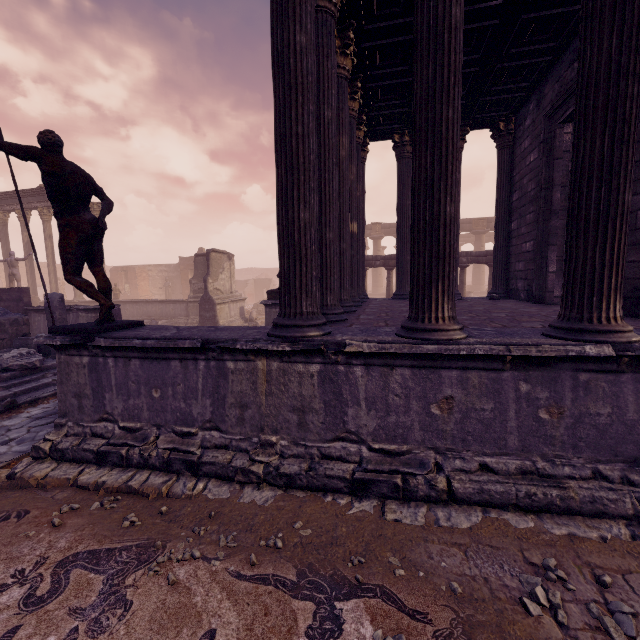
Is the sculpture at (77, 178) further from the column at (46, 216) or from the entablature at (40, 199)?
the column at (46, 216)

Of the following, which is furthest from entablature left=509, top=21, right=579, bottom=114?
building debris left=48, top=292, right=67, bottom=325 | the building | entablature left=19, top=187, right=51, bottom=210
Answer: entablature left=19, top=187, right=51, bottom=210

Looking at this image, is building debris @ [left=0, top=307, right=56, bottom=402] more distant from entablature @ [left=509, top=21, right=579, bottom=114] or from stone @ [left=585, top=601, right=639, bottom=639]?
entablature @ [left=509, top=21, right=579, bottom=114]

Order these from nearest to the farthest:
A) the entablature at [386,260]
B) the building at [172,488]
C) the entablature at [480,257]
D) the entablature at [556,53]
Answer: the building at [172,488]
the entablature at [556,53]
the entablature at [480,257]
the entablature at [386,260]

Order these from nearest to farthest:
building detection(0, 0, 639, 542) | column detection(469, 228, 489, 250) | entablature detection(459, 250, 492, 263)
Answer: building detection(0, 0, 639, 542) → entablature detection(459, 250, 492, 263) → column detection(469, 228, 489, 250)

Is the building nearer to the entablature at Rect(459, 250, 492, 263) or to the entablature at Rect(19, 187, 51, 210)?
the entablature at Rect(459, 250, 492, 263)

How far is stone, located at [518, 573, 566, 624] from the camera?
2.0 meters

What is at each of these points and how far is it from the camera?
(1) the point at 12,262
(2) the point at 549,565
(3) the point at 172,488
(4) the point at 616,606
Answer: (1) sculpture, 16.0m
(2) stone, 2.3m
(3) building, 3.4m
(4) stone, 2.0m
